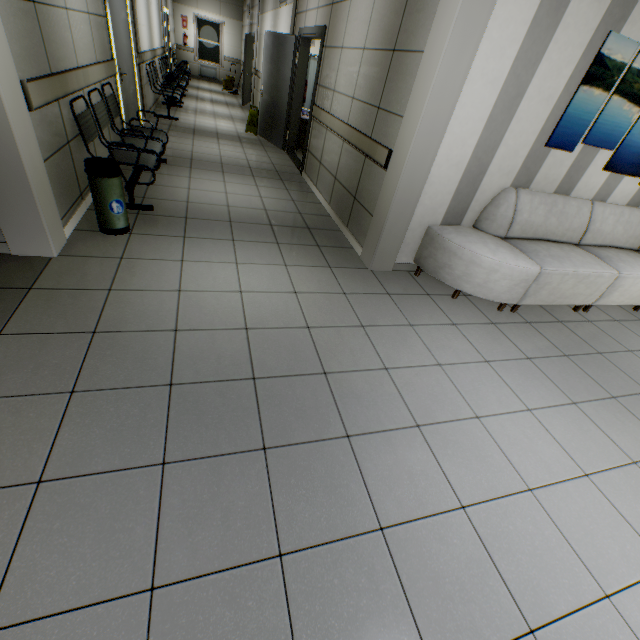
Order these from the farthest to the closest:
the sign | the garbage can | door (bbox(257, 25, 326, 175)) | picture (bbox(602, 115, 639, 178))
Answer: the sign < door (bbox(257, 25, 326, 175)) < picture (bbox(602, 115, 639, 178)) < the garbage can

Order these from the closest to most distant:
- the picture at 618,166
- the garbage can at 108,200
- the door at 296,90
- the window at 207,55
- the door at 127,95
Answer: the garbage can at 108,200
the picture at 618,166
the door at 127,95
the door at 296,90
the window at 207,55

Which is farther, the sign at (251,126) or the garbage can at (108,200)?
the sign at (251,126)

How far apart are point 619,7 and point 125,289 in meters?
4.7

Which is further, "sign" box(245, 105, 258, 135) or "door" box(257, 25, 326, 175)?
"sign" box(245, 105, 258, 135)

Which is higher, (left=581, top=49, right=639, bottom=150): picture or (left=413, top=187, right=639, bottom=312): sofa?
(left=581, top=49, right=639, bottom=150): picture

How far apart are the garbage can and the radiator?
17.2 meters

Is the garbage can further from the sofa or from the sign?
the sign
